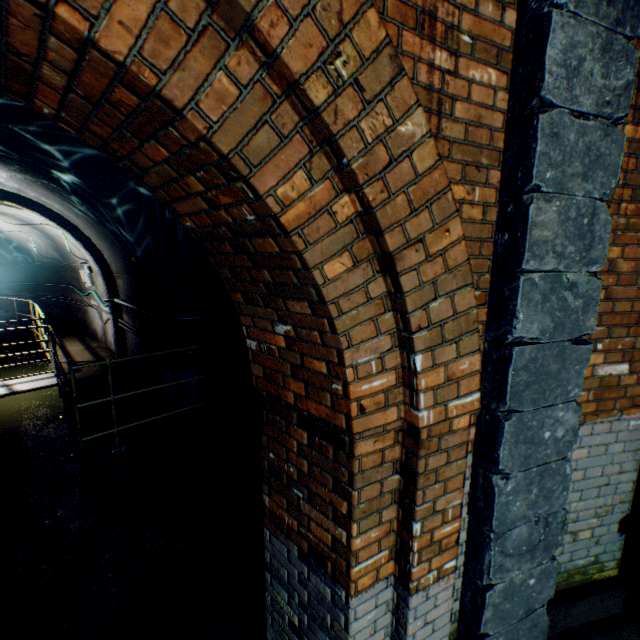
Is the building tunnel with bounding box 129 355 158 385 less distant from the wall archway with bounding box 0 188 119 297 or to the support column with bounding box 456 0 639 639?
the wall archway with bounding box 0 188 119 297

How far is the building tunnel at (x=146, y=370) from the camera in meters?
6.3

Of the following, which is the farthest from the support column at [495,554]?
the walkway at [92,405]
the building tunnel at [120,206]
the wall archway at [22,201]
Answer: the wall archway at [22,201]

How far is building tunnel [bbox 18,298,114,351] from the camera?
9.6 meters

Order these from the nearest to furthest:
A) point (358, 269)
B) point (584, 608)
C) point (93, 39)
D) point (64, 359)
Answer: point (93, 39) < point (358, 269) < point (584, 608) < point (64, 359)

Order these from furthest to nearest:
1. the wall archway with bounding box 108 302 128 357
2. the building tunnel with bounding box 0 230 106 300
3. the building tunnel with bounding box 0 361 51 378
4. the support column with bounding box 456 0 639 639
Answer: the building tunnel with bounding box 0 361 51 378 < the building tunnel with bounding box 0 230 106 300 < the wall archway with bounding box 108 302 128 357 < the support column with bounding box 456 0 639 639

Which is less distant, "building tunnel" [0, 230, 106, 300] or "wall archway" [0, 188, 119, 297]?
"wall archway" [0, 188, 119, 297]
